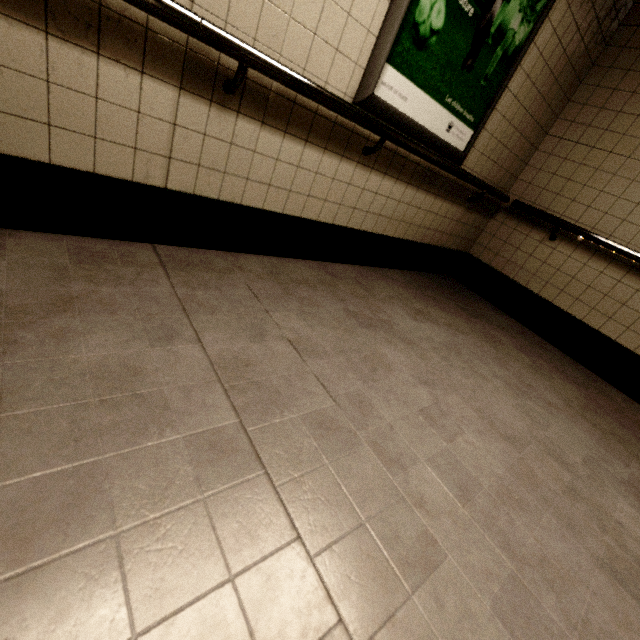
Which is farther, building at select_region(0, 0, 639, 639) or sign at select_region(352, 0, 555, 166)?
sign at select_region(352, 0, 555, 166)

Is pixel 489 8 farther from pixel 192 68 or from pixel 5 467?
pixel 5 467

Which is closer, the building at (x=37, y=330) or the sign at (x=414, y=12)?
the building at (x=37, y=330)
